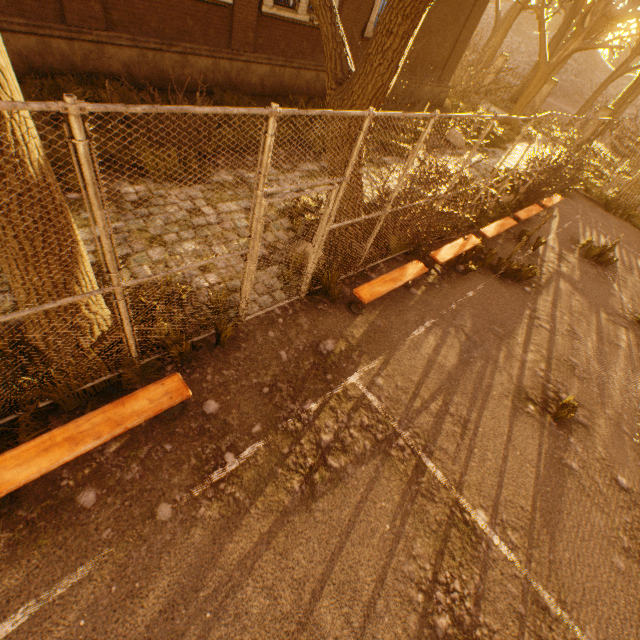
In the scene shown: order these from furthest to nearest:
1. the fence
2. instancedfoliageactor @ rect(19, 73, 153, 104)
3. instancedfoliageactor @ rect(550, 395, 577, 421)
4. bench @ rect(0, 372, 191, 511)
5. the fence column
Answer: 1. the fence column
2. instancedfoliageactor @ rect(19, 73, 153, 104)
3. instancedfoliageactor @ rect(550, 395, 577, 421)
4. bench @ rect(0, 372, 191, 511)
5. the fence

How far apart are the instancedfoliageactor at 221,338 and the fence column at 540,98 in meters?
28.8 m

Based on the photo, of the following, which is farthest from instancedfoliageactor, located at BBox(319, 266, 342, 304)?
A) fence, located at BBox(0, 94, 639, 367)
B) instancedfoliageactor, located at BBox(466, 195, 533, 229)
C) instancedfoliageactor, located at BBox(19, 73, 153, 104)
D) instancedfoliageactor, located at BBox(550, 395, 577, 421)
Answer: instancedfoliageactor, located at BBox(466, 195, 533, 229)

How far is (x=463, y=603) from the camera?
3.4m

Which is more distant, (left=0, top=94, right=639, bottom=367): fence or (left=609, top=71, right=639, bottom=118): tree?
(left=609, top=71, right=639, bottom=118): tree

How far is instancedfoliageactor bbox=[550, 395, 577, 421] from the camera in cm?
533

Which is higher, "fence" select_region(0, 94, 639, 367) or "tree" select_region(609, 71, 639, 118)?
"tree" select_region(609, 71, 639, 118)

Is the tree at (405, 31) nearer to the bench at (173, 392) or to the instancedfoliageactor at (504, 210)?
the bench at (173, 392)
